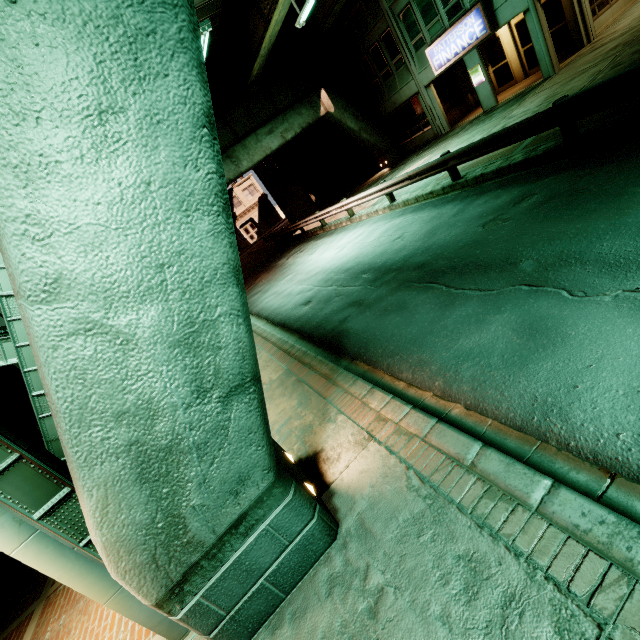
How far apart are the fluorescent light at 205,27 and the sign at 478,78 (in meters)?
14.39

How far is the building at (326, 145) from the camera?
24.8 meters

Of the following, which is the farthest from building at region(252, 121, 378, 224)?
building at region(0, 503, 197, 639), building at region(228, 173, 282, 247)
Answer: building at region(228, 173, 282, 247)

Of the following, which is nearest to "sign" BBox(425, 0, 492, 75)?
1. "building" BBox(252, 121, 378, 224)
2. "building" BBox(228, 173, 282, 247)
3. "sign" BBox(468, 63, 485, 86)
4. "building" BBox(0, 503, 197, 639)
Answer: "sign" BBox(468, 63, 485, 86)

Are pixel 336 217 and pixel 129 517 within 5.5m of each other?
no

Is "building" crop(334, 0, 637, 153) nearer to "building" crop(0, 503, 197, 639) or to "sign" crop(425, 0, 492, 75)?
"sign" crop(425, 0, 492, 75)

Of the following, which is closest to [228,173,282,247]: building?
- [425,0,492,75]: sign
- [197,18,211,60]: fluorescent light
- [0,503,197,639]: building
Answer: [425,0,492,75]: sign

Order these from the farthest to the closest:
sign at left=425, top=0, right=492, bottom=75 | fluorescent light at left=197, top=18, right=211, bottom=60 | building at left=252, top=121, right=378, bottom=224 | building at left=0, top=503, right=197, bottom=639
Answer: building at left=252, top=121, right=378, bottom=224 < sign at left=425, top=0, right=492, bottom=75 < fluorescent light at left=197, top=18, right=211, bottom=60 < building at left=0, top=503, right=197, bottom=639
